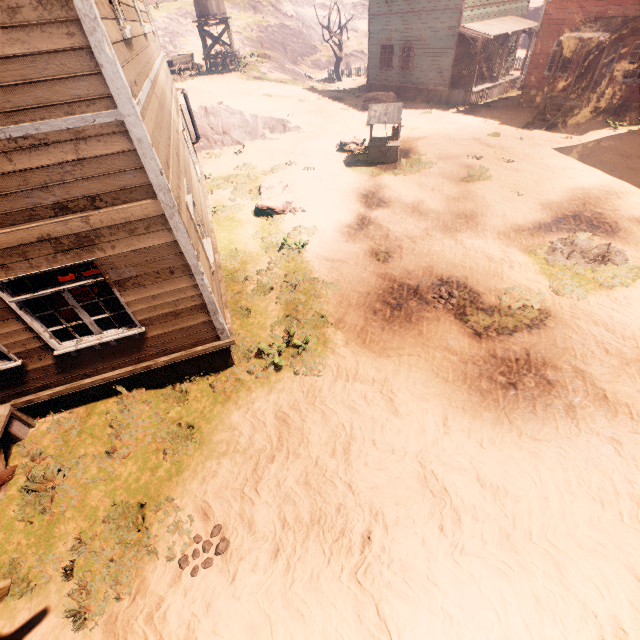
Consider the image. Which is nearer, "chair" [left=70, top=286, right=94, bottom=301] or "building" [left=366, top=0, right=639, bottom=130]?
"chair" [left=70, top=286, right=94, bottom=301]

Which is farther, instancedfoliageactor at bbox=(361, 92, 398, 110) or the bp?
instancedfoliageactor at bbox=(361, 92, 398, 110)

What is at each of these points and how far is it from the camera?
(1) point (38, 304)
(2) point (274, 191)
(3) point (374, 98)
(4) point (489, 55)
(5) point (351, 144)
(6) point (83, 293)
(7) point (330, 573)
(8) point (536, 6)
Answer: (1) curtain, 5.1m
(2) instancedfoliageactor, 13.9m
(3) instancedfoliageactor, 23.4m
(4) building, 23.2m
(5) instancedfoliageactor, 17.2m
(6) chair, 7.1m
(7) z, 4.5m
(8) instancedfoliageactor, 37.7m

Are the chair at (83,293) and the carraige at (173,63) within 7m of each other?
no

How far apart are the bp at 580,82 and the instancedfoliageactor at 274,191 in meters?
17.4

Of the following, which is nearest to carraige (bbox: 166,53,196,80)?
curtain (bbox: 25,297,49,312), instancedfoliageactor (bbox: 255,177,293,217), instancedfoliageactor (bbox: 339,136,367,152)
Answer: curtain (bbox: 25,297,49,312)

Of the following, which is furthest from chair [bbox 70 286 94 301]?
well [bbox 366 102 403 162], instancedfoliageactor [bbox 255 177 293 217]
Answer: well [bbox 366 102 403 162]

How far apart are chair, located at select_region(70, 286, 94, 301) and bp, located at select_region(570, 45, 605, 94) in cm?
2508
